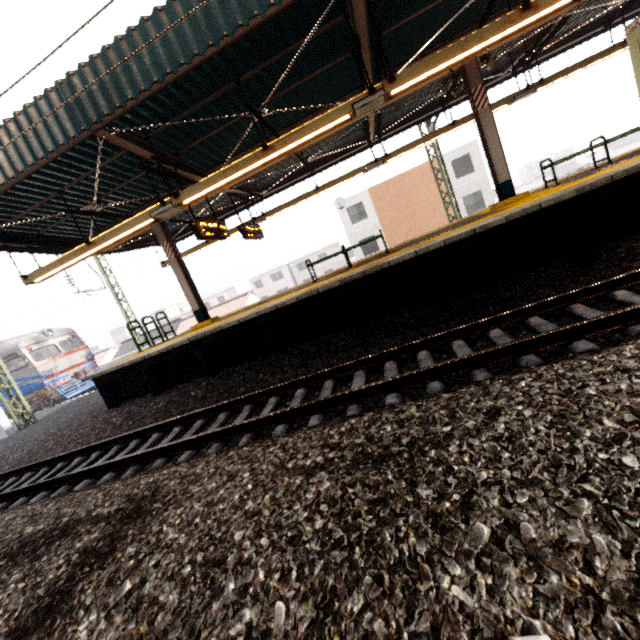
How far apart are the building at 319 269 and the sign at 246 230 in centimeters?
4294cm

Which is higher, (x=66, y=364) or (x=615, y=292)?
(x=66, y=364)

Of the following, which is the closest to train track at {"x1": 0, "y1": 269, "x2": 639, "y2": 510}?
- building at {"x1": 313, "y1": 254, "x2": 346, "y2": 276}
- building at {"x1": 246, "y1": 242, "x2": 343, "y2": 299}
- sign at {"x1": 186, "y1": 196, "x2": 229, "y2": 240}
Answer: sign at {"x1": 186, "y1": 196, "x2": 229, "y2": 240}

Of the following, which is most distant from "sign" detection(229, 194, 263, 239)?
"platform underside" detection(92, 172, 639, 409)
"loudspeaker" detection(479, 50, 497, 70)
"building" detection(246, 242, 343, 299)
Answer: "building" detection(246, 242, 343, 299)

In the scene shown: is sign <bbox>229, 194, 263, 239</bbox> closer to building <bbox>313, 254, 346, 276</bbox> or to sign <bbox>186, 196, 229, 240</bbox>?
sign <bbox>186, 196, 229, 240</bbox>

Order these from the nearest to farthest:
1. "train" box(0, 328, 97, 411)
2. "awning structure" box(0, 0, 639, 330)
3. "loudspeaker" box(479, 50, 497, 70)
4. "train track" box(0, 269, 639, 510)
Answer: "train track" box(0, 269, 639, 510) → "awning structure" box(0, 0, 639, 330) → "loudspeaker" box(479, 50, 497, 70) → "train" box(0, 328, 97, 411)

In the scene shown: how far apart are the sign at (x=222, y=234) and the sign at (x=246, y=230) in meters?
1.3 m

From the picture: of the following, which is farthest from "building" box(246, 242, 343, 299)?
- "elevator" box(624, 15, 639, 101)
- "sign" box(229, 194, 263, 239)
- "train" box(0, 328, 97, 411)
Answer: "elevator" box(624, 15, 639, 101)
